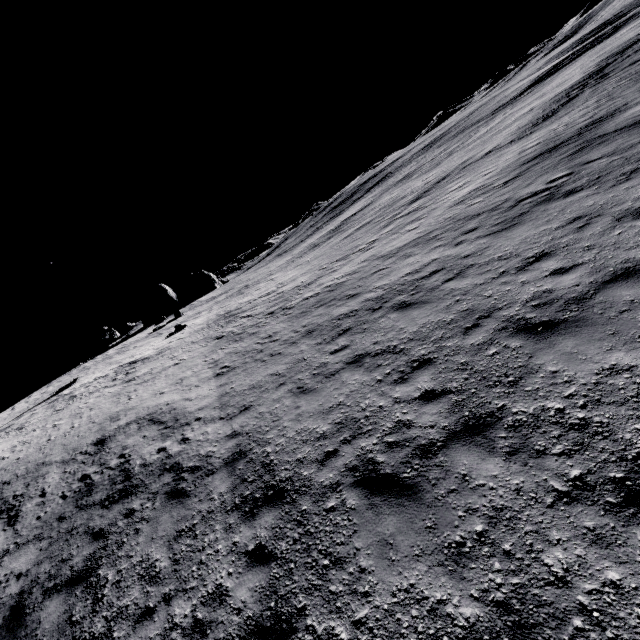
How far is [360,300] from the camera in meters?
12.6 m

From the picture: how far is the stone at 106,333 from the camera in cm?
3706

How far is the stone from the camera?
37.1m
